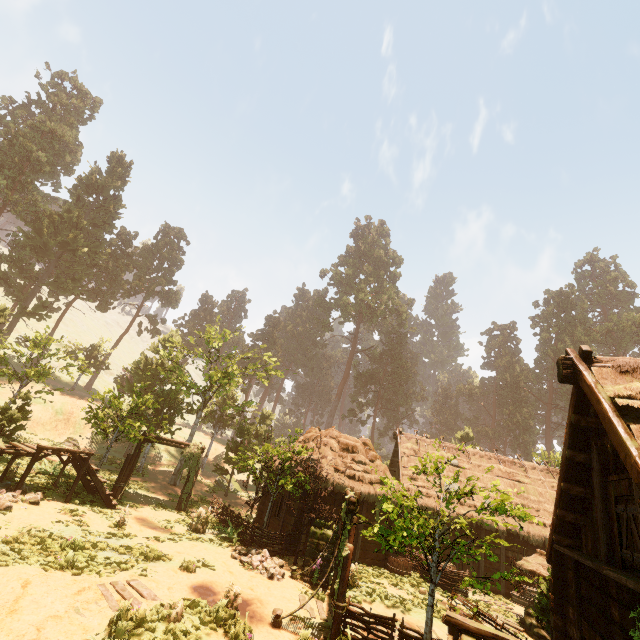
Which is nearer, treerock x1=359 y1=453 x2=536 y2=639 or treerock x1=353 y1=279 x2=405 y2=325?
treerock x1=359 y1=453 x2=536 y2=639

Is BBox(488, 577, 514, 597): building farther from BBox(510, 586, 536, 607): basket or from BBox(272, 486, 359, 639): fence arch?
BBox(272, 486, 359, 639): fence arch

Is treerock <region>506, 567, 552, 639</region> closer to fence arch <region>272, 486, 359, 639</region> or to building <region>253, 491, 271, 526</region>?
building <region>253, 491, 271, 526</region>

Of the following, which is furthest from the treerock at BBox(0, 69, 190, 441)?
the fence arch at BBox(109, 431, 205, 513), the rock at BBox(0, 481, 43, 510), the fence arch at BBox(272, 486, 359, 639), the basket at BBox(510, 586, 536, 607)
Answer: the basket at BBox(510, 586, 536, 607)

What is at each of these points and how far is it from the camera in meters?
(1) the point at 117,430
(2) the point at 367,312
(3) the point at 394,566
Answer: (1) treerock, 17.6
(2) treerock, 56.2
(3) wooden basin, 16.8

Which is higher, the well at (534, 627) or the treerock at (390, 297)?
the treerock at (390, 297)

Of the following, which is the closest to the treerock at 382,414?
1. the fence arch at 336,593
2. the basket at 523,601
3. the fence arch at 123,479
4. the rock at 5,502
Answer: the fence arch at 123,479

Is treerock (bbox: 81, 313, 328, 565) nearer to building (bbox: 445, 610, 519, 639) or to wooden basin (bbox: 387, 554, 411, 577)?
building (bbox: 445, 610, 519, 639)
